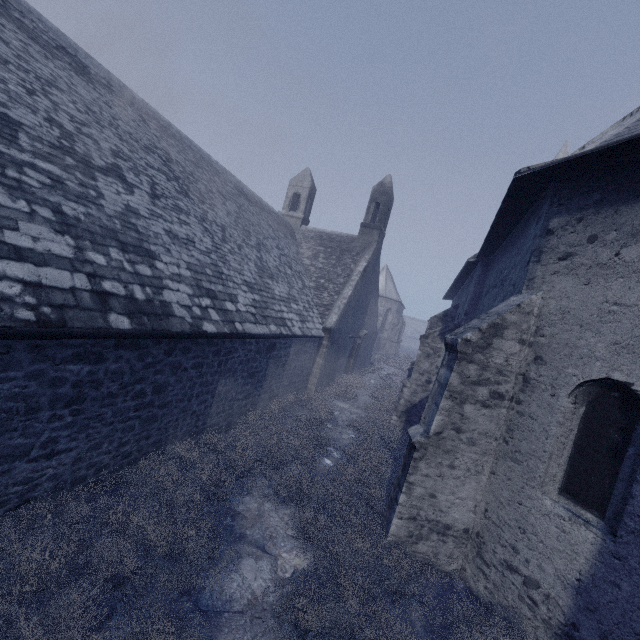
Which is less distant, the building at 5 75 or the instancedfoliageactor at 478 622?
the instancedfoliageactor at 478 622

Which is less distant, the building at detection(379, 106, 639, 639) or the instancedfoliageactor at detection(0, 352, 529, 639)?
the instancedfoliageactor at detection(0, 352, 529, 639)

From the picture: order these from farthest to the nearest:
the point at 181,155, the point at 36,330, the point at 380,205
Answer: the point at 380,205
the point at 181,155
the point at 36,330

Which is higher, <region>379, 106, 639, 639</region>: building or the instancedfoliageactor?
<region>379, 106, 639, 639</region>: building
